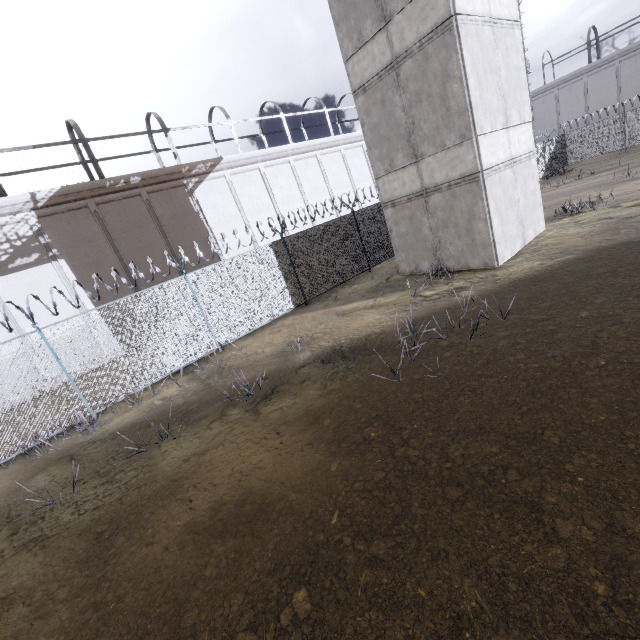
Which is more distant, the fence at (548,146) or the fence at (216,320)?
the fence at (548,146)

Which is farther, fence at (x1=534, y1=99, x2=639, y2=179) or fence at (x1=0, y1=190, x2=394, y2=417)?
fence at (x1=534, y1=99, x2=639, y2=179)

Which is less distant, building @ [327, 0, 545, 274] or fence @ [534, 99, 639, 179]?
building @ [327, 0, 545, 274]

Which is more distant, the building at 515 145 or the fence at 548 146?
the fence at 548 146

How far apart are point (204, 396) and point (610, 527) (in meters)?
7.94
